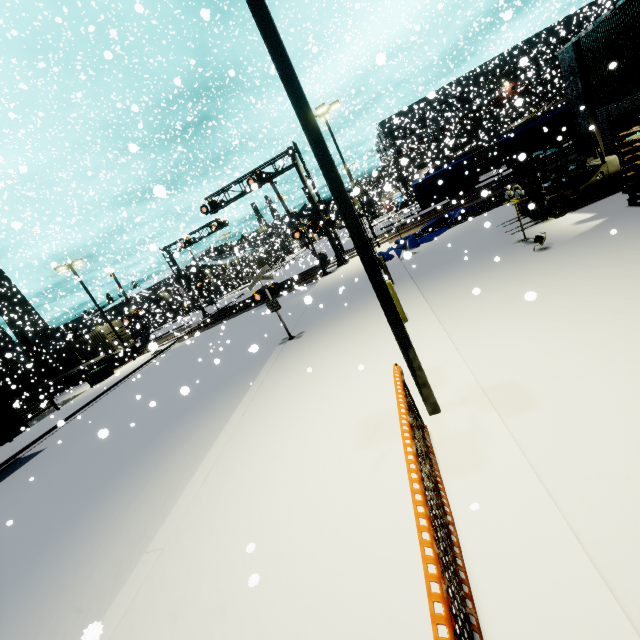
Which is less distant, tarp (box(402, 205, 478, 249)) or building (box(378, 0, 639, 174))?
building (box(378, 0, 639, 174))

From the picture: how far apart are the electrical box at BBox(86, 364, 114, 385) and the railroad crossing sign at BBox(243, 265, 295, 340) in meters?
21.7 m

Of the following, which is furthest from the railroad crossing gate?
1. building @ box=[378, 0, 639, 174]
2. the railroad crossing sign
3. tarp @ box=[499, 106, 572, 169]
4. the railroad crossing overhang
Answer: the railroad crossing sign

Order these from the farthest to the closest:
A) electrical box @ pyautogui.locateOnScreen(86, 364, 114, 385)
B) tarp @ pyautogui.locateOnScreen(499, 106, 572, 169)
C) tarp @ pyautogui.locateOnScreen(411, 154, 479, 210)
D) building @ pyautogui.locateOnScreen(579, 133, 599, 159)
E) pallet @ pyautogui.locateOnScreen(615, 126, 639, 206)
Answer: electrical box @ pyautogui.locateOnScreen(86, 364, 114, 385)
tarp @ pyautogui.locateOnScreen(411, 154, 479, 210)
tarp @ pyautogui.locateOnScreen(499, 106, 572, 169)
building @ pyautogui.locateOnScreen(579, 133, 599, 159)
pallet @ pyautogui.locateOnScreen(615, 126, 639, 206)

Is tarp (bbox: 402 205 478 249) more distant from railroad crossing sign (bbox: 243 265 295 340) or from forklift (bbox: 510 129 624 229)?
railroad crossing sign (bbox: 243 265 295 340)

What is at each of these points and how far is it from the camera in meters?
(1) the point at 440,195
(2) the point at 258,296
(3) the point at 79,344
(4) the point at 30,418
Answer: (1) tarp, 21.5
(2) railroad crossing sign, 11.4
(3) cargo container, 31.4
(4) building, 25.1

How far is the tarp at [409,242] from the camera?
17.8m

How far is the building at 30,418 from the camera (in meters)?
22.66
